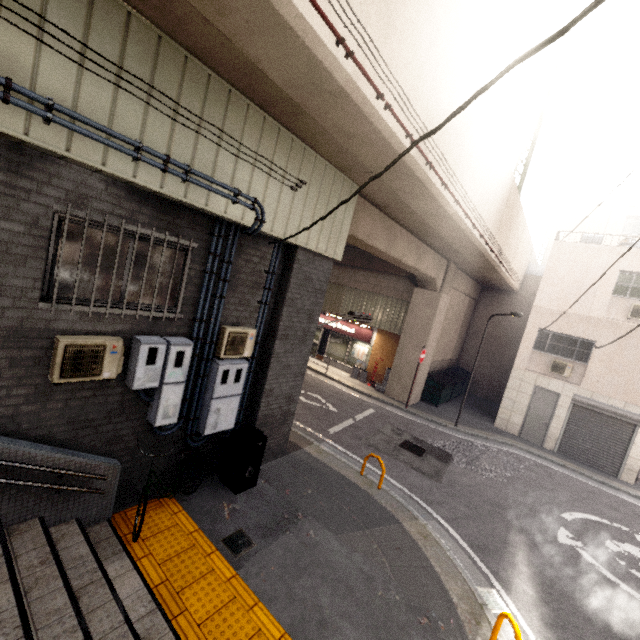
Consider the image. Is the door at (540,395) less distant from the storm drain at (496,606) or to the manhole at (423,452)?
the manhole at (423,452)

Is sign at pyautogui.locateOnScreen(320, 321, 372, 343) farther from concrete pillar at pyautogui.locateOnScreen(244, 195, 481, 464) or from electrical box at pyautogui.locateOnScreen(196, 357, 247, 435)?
electrical box at pyautogui.locateOnScreen(196, 357, 247, 435)

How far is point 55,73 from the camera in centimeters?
326cm

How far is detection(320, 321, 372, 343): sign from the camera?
17.8m

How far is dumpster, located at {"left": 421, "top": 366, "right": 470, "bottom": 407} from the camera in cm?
1598

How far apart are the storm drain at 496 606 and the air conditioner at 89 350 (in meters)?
7.12

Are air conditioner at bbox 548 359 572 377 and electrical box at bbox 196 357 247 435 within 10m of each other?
no

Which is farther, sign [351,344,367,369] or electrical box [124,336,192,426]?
sign [351,344,367,369]
